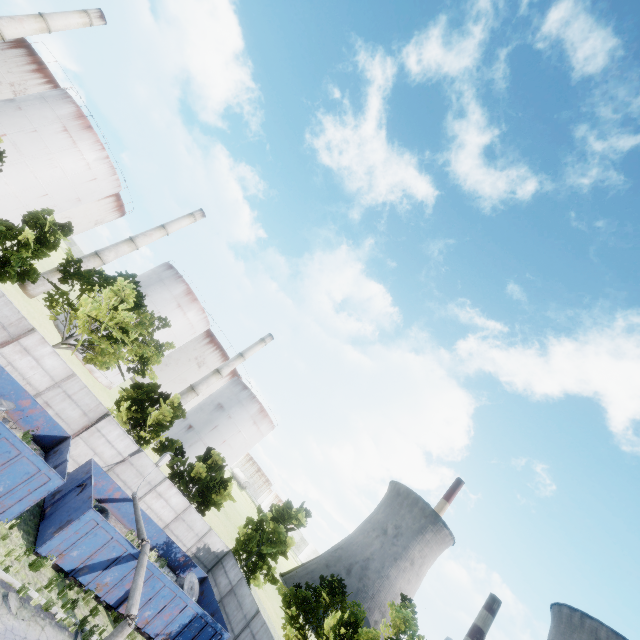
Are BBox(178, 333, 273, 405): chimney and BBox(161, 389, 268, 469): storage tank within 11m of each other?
yes

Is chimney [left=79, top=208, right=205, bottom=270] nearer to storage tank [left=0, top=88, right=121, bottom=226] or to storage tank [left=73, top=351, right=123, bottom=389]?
storage tank [left=73, top=351, right=123, bottom=389]

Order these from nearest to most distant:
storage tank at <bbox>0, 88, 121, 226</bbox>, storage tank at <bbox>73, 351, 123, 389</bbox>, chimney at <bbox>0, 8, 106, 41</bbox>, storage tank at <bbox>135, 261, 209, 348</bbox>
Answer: chimney at <bbox>0, 8, 106, 41</bbox>, storage tank at <bbox>0, 88, 121, 226</bbox>, storage tank at <bbox>73, 351, 123, 389</bbox>, storage tank at <bbox>135, 261, 209, 348</bbox>

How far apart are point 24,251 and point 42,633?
19.63m

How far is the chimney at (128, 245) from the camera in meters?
43.3

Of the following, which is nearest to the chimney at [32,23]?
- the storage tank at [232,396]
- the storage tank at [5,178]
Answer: the storage tank at [5,178]

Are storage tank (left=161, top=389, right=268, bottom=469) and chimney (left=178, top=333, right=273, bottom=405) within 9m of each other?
yes

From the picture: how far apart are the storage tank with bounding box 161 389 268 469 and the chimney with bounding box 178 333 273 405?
5.8m
